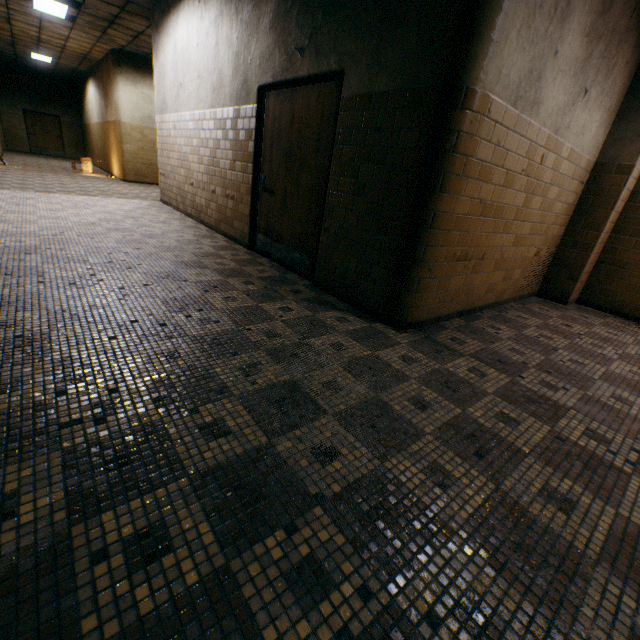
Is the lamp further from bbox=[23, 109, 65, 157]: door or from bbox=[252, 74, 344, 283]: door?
bbox=[23, 109, 65, 157]: door

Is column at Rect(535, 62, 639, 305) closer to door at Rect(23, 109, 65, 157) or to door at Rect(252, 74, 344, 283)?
door at Rect(252, 74, 344, 283)

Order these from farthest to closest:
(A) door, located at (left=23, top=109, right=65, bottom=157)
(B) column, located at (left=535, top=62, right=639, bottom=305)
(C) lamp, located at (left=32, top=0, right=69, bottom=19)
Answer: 1. (A) door, located at (left=23, top=109, right=65, bottom=157)
2. (C) lamp, located at (left=32, top=0, right=69, bottom=19)
3. (B) column, located at (left=535, top=62, right=639, bottom=305)

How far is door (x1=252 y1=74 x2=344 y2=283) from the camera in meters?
3.5

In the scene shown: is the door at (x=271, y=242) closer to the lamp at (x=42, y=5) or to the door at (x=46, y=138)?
the lamp at (x=42, y=5)

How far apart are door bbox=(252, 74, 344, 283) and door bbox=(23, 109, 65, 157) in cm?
2198

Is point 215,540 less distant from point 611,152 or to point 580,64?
point 580,64

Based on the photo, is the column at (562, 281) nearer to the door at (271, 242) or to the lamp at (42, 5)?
the door at (271, 242)
